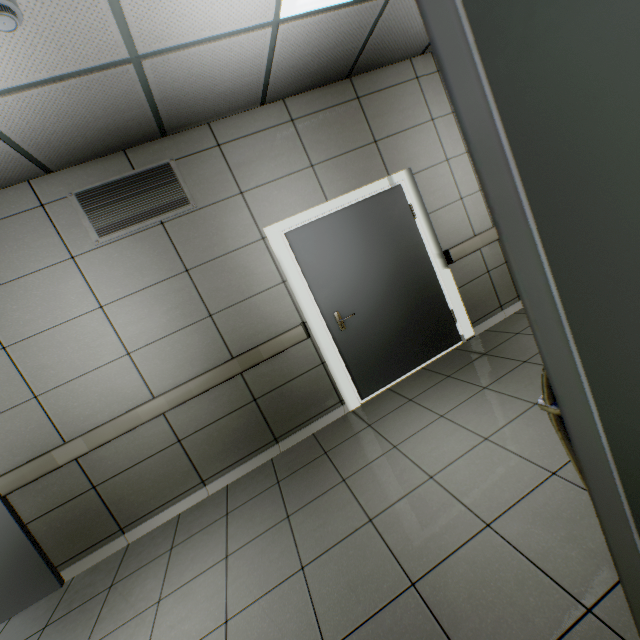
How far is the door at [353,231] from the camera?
3.47m

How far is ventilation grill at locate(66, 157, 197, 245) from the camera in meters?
2.9

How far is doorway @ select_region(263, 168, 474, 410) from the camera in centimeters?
335cm

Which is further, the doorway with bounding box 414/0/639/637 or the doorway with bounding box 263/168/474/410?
the doorway with bounding box 263/168/474/410

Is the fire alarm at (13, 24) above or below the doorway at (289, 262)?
above

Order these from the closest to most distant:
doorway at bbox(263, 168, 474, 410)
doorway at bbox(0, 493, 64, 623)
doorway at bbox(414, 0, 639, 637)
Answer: doorway at bbox(414, 0, 639, 637)
doorway at bbox(0, 493, 64, 623)
doorway at bbox(263, 168, 474, 410)

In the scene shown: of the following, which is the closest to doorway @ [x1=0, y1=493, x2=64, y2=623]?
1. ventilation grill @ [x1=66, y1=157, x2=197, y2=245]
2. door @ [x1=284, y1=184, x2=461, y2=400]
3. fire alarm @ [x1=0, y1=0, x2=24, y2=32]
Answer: ventilation grill @ [x1=66, y1=157, x2=197, y2=245]

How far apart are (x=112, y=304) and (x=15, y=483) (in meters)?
1.72
